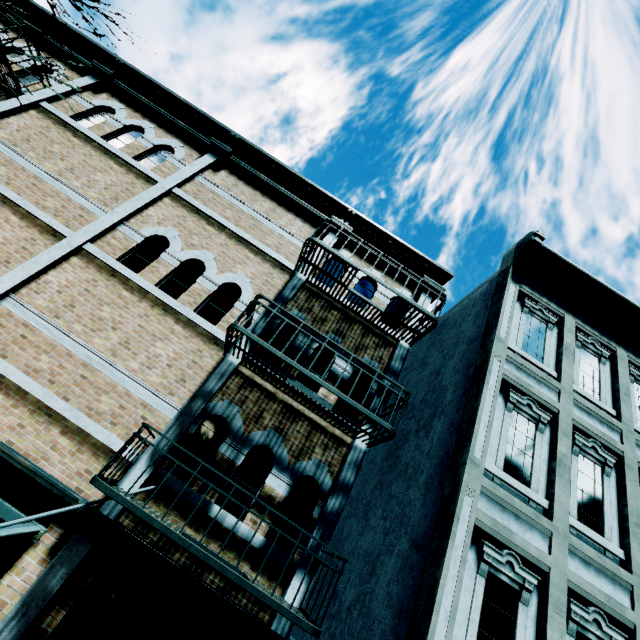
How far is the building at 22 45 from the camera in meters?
7.6 m

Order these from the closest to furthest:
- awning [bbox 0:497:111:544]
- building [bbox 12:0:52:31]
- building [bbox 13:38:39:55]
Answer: awning [bbox 0:497:111:544], building [bbox 13:38:39:55], building [bbox 12:0:52:31]

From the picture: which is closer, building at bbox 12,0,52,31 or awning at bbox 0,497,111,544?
awning at bbox 0,497,111,544

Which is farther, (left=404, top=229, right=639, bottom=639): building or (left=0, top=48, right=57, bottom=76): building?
(left=0, top=48, right=57, bottom=76): building

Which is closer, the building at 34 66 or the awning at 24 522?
the awning at 24 522

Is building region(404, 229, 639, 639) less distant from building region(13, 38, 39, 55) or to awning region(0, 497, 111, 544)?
building region(13, 38, 39, 55)

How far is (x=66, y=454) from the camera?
4.9 meters

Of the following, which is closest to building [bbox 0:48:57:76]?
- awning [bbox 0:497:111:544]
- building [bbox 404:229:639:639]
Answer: awning [bbox 0:497:111:544]
